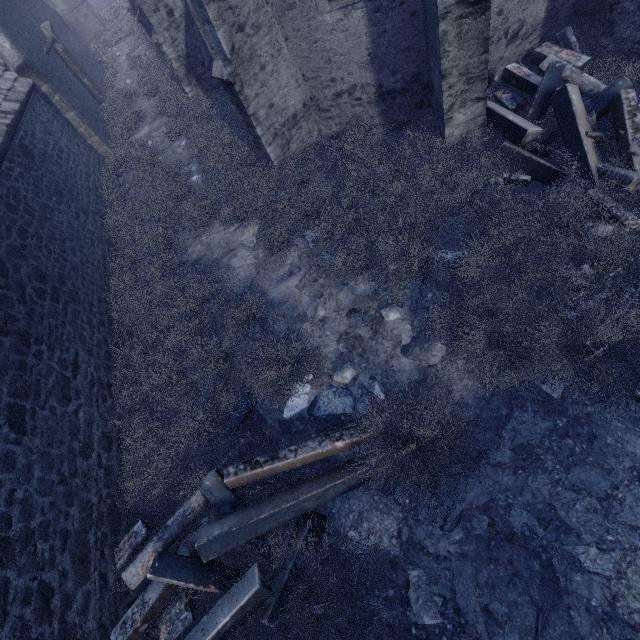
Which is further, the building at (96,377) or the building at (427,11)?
the building at (427,11)

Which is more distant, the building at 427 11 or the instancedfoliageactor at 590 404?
the building at 427 11

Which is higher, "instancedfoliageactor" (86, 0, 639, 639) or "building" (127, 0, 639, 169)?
"building" (127, 0, 639, 169)

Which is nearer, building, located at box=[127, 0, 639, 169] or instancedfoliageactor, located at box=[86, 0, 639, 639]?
instancedfoliageactor, located at box=[86, 0, 639, 639]

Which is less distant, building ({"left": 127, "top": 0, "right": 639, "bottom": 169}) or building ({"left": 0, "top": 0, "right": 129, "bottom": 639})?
building ({"left": 0, "top": 0, "right": 129, "bottom": 639})

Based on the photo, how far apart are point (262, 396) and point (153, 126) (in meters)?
12.65
